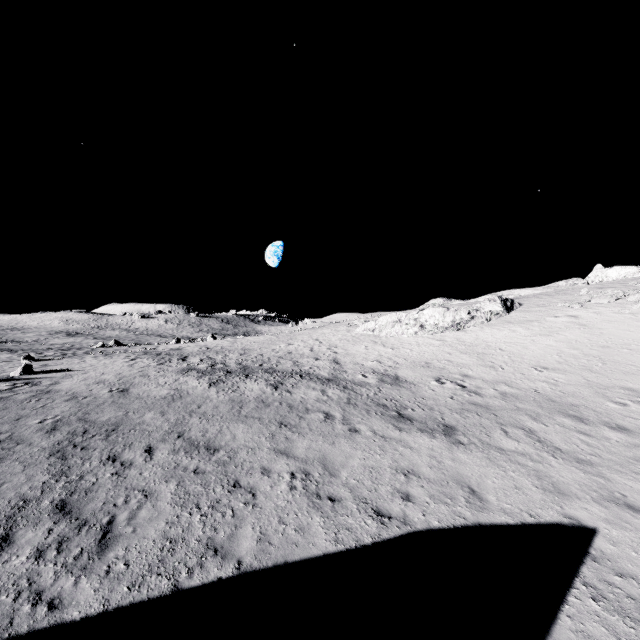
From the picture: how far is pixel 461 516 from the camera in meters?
8.2 m
